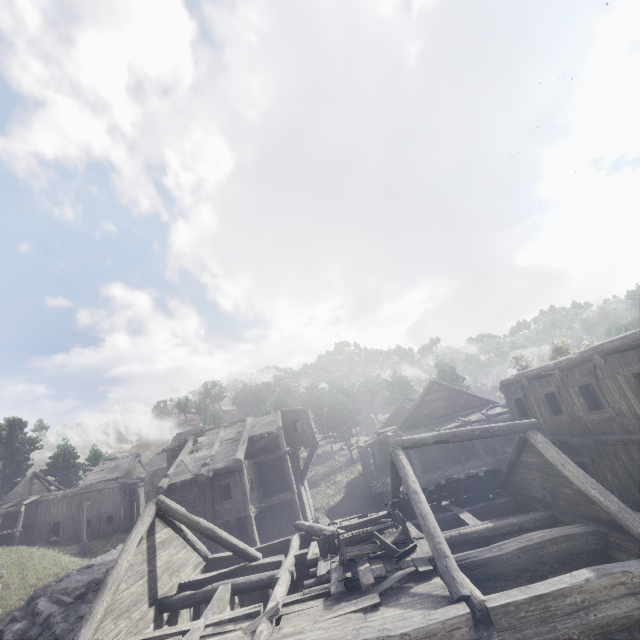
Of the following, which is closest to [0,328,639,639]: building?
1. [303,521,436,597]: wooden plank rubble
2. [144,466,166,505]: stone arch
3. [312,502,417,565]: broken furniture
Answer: [303,521,436,597]: wooden plank rubble

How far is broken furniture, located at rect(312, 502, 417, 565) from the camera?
9.6 meters

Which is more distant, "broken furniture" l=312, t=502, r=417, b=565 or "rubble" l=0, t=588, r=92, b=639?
"rubble" l=0, t=588, r=92, b=639

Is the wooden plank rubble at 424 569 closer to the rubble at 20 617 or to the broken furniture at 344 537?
the broken furniture at 344 537

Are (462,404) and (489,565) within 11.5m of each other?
no

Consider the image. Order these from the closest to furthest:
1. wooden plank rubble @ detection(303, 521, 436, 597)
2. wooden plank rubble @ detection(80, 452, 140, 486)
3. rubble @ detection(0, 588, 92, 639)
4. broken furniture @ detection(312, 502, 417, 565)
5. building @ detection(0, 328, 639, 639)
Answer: building @ detection(0, 328, 639, 639) < wooden plank rubble @ detection(303, 521, 436, 597) < broken furniture @ detection(312, 502, 417, 565) < rubble @ detection(0, 588, 92, 639) < wooden plank rubble @ detection(80, 452, 140, 486)

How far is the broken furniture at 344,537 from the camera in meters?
9.6 m

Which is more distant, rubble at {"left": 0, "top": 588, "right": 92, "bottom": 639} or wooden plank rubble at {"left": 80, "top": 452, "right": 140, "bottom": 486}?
wooden plank rubble at {"left": 80, "top": 452, "right": 140, "bottom": 486}
